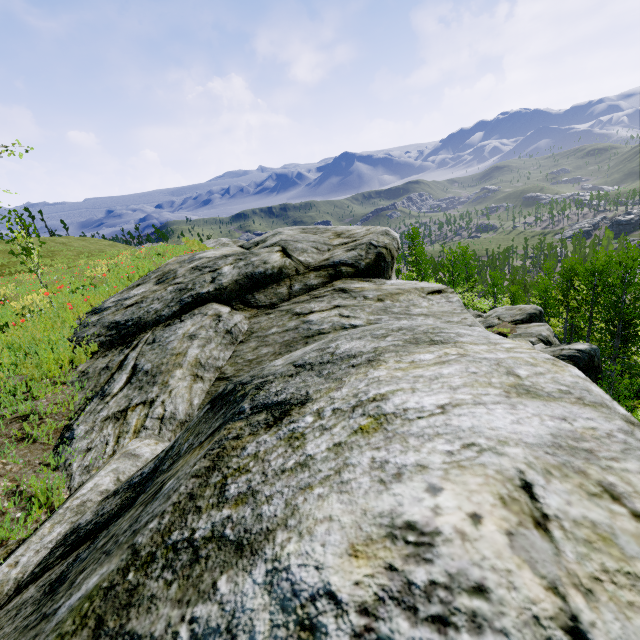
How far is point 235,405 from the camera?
1.3 meters

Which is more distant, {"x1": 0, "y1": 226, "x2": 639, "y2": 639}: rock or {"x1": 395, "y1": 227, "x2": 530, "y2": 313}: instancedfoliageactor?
{"x1": 395, "y1": 227, "x2": 530, "y2": 313}: instancedfoliageactor

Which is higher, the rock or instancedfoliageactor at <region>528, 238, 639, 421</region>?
the rock

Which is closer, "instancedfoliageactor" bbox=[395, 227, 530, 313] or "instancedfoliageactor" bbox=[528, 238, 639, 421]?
"instancedfoliageactor" bbox=[528, 238, 639, 421]

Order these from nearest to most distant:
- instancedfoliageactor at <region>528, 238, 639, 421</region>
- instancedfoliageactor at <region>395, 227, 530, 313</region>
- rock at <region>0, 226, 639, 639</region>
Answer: rock at <region>0, 226, 639, 639</region>, instancedfoliageactor at <region>528, 238, 639, 421</region>, instancedfoliageactor at <region>395, 227, 530, 313</region>

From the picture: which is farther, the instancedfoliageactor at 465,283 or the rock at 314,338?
the instancedfoliageactor at 465,283

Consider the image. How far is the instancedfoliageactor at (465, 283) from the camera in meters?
21.8
